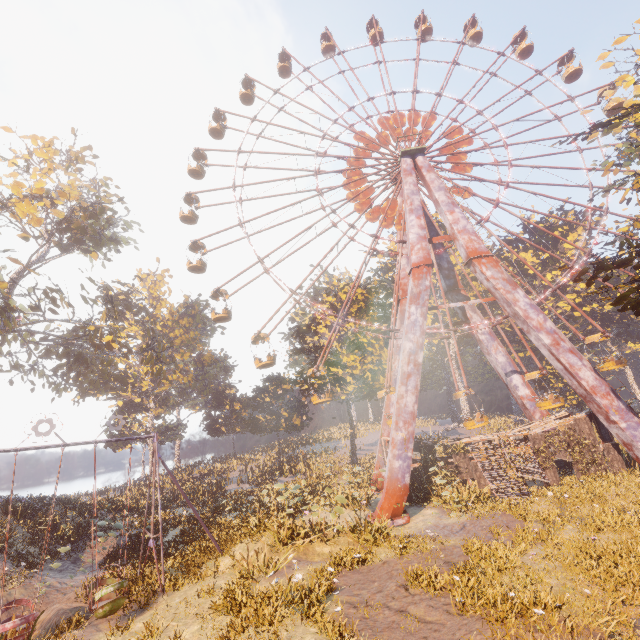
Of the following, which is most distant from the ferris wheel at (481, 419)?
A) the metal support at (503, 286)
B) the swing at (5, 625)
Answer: the swing at (5, 625)

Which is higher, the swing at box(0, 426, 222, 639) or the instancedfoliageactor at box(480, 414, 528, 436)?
the instancedfoliageactor at box(480, 414, 528, 436)

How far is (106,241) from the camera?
30.7 meters

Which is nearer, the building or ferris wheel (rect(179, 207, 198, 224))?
the building

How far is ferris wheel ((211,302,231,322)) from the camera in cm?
2661

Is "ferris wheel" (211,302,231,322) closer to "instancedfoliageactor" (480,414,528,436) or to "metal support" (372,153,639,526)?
"metal support" (372,153,639,526)

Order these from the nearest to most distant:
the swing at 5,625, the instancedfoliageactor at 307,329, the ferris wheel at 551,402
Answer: the swing at 5,625 < the ferris wheel at 551,402 < the instancedfoliageactor at 307,329

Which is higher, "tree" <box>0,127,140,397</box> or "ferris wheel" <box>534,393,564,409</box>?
"tree" <box>0,127,140,397</box>
